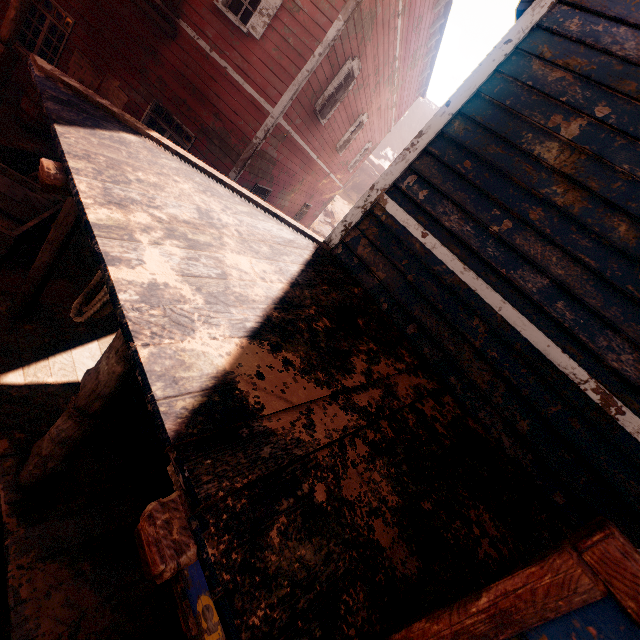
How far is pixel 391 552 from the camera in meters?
1.4 m

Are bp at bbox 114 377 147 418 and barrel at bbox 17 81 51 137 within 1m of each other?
no

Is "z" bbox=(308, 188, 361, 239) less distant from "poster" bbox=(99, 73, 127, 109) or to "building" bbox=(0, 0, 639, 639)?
"building" bbox=(0, 0, 639, 639)

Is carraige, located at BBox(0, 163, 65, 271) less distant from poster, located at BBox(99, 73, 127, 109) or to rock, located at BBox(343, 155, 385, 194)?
poster, located at BBox(99, 73, 127, 109)

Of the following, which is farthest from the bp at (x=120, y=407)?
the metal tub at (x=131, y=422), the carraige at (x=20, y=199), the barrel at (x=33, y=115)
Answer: the barrel at (x=33, y=115)

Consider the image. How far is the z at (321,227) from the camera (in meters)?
A: 27.61

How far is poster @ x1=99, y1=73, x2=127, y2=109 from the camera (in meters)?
8.01

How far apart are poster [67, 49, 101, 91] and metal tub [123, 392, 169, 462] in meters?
7.3
